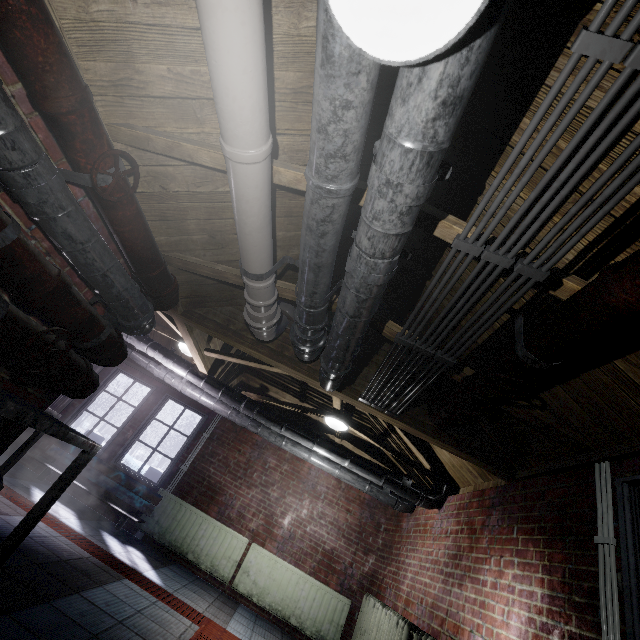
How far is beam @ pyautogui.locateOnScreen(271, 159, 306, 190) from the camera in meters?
1.6 m

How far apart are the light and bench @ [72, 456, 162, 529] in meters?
2.8 m

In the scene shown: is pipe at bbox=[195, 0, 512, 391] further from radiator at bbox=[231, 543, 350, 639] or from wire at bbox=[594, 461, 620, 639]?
radiator at bbox=[231, 543, 350, 639]

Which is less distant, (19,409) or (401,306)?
(19,409)

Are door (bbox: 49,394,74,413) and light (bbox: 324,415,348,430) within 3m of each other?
no

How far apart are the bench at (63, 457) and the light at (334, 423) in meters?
2.8 m

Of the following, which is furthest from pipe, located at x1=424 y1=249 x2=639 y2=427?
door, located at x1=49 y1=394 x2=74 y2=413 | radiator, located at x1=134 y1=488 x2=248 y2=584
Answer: door, located at x1=49 y1=394 x2=74 y2=413

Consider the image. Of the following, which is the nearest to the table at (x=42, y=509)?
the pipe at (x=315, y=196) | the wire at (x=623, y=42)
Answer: the pipe at (x=315, y=196)
